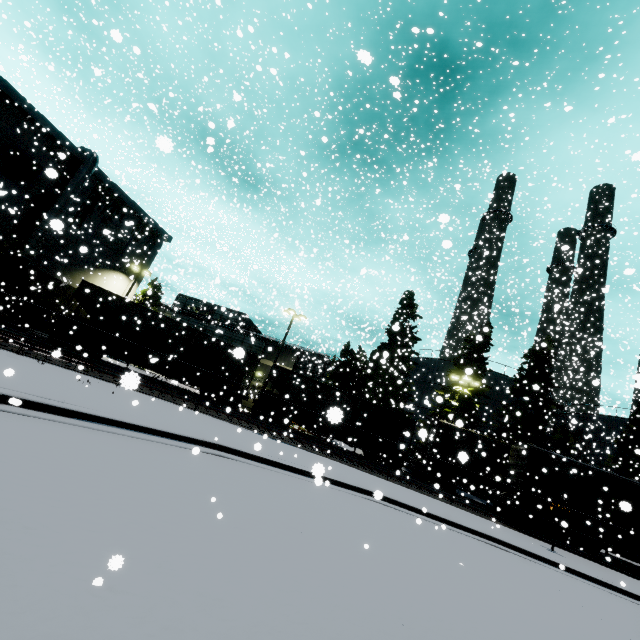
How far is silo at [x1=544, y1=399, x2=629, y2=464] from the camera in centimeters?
3469cm

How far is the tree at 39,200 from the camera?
26.7 meters

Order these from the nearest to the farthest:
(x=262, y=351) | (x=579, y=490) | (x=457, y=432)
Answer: (x=457, y=432)
(x=579, y=490)
(x=262, y=351)

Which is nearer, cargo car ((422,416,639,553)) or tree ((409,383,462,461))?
tree ((409,383,462,461))

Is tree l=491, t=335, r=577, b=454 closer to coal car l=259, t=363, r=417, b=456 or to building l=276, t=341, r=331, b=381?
coal car l=259, t=363, r=417, b=456

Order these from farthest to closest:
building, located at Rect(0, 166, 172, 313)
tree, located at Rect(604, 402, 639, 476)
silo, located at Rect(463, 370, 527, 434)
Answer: silo, located at Rect(463, 370, 527, 434) → tree, located at Rect(604, 402, 639, 476) → building, located at Rect(0, 166, 172, 313)

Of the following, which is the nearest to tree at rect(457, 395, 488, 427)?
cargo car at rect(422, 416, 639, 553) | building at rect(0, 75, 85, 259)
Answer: cargo car at rect(422, 416, 639, 553)

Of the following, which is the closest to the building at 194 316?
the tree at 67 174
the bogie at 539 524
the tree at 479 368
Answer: the tree at 67 174
